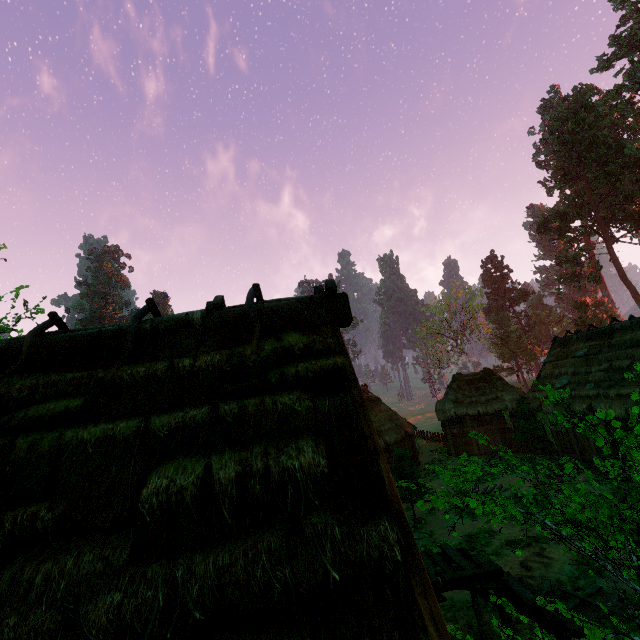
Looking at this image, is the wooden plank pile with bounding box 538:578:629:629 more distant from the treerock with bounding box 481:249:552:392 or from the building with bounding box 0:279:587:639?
the treerock with bounding box 481:249:552:392

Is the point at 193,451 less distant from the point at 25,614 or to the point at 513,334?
the point at 25,614

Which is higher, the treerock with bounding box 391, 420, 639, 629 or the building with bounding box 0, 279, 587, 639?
the building with bounding box 0, 279, 587, 639

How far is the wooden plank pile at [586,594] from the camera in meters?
7.5

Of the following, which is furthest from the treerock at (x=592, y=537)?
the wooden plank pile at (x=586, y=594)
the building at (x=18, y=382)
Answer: the wooden plank pile at (x=586, y=594)

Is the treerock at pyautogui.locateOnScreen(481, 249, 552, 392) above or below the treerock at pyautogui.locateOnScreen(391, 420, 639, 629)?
above
